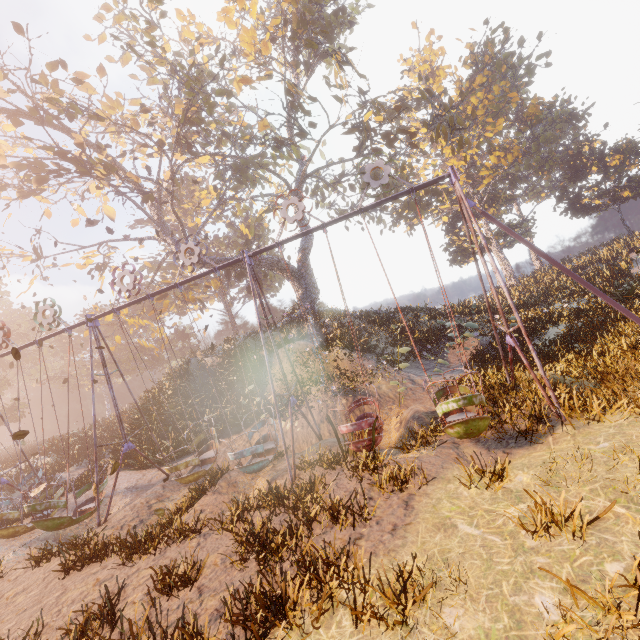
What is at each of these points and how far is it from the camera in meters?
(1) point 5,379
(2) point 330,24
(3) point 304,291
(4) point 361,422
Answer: (1) instancedfoliageactor, 50.8
(2) tree, 23.3
(3) tree, 24.9
(4) swing, 7.7

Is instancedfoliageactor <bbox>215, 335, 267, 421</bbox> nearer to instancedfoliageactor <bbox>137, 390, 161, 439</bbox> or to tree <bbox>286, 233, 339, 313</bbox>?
tree <bbox>286, 233, 339, 313</bbox>

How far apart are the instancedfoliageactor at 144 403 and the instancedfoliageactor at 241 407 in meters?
6.3

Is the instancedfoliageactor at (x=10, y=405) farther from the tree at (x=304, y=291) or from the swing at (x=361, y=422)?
the swing at (x=361, y=422)

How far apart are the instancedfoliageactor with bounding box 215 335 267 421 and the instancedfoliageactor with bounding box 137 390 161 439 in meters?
6.3

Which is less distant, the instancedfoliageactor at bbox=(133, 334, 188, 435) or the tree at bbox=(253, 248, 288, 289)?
the instancedfoliageactor at bbox=(133, 334, 188, 435)

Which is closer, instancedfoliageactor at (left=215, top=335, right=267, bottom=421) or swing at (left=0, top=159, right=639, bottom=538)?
swing at (left=0, top=159, right=639, bottom=538)

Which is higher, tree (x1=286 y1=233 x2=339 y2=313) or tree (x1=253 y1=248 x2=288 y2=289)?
tree (x1=253 y1=248 x2=288 y2=289)
